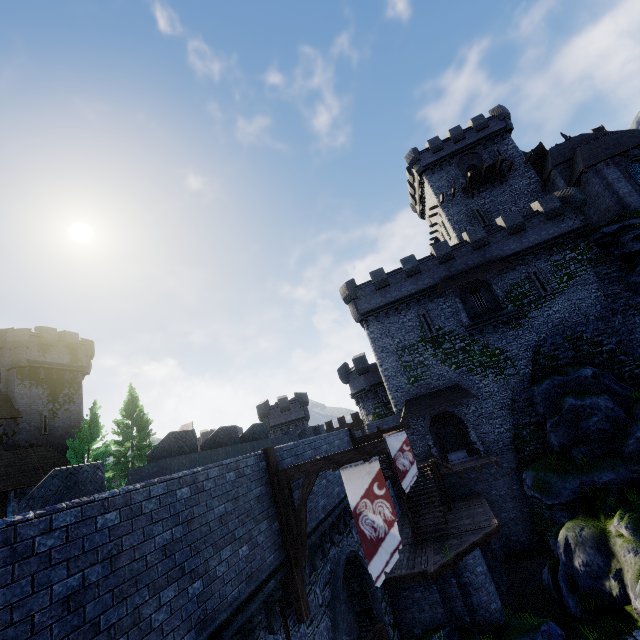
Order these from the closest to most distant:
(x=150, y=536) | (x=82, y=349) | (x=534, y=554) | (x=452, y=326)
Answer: (x=150, y=536), (x=534, y=554), (x=452, y=326), (x=82, y=349)

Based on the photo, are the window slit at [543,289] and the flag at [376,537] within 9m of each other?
no

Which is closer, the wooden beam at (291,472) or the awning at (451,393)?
the wooden beam at (291,472)

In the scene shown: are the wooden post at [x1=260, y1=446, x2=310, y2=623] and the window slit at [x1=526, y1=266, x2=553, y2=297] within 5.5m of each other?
no

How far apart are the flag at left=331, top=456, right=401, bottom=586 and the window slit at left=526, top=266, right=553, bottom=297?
24.1m

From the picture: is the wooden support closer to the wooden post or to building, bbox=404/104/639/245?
the wooden post

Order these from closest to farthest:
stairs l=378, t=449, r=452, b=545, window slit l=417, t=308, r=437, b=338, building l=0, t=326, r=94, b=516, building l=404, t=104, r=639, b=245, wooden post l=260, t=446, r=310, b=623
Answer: wooden post l=260, t=446, r=310, b=623
stairs l=378, t=449, r=452, b=545
building l=0, t=326, r=94, b=516
building l=404, t=104, r=639, b=245
window slit l=417, t=308, r=437, b=338

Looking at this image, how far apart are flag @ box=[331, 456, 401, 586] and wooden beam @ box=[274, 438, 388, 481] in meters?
0.0
